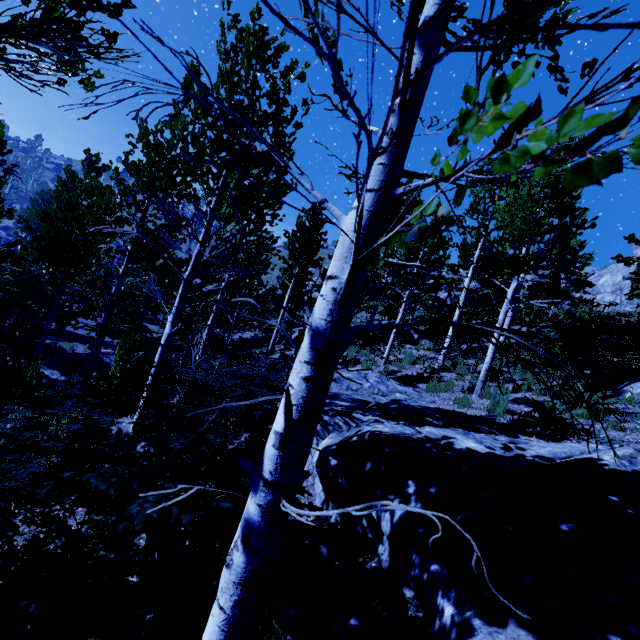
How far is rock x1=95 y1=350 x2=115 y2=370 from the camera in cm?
1539

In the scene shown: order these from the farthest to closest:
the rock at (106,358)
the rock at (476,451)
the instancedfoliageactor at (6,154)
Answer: the rock at (106,358)
the instancedfoliageactor at (6,154)
the rock at (476,451)

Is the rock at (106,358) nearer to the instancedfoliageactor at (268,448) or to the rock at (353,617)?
the instancedfoliageactor at (268,448)

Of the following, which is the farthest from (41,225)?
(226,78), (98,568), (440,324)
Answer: (440,324)

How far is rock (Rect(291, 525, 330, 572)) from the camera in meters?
2.9 m

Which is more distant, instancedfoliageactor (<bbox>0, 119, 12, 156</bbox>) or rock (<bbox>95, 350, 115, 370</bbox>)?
rock (<bbox>95, 350, 115, 370</bbox>)

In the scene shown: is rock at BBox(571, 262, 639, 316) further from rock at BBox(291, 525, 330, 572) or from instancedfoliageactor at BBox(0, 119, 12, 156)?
rock at BBox(291, 525, 330, 572)

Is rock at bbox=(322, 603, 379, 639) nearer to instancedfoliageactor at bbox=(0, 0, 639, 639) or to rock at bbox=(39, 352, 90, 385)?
instancedfoliageactor at bbox=(0, 0, 639, 639)
